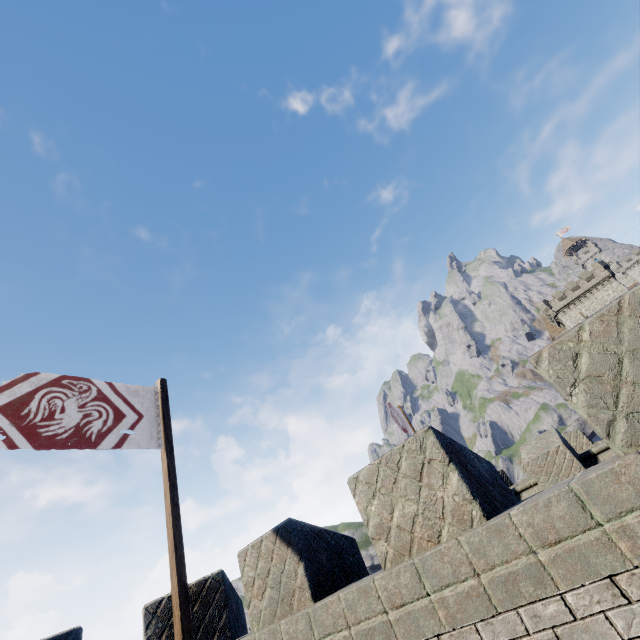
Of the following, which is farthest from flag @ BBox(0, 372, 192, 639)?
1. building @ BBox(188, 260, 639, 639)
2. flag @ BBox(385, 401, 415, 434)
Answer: flag @ BBox(385, 401, 415, 434)

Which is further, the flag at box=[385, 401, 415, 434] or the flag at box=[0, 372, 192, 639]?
the flag at box=[385, 401, 415, 434]

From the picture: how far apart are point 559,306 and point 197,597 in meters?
69.1

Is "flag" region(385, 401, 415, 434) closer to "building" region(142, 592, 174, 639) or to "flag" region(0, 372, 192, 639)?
"building" region(142, 592, 174, 639)

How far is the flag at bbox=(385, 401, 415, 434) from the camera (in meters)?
12.71

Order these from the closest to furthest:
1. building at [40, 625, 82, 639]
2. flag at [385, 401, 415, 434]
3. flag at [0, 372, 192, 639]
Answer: building at [40, 625, 82, 639]
flag at [0, 372, 192, 639]
flag at [385, 401, 415, 434]

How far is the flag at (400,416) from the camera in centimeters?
1271cm

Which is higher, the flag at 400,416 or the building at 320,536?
the flag at 400,416
